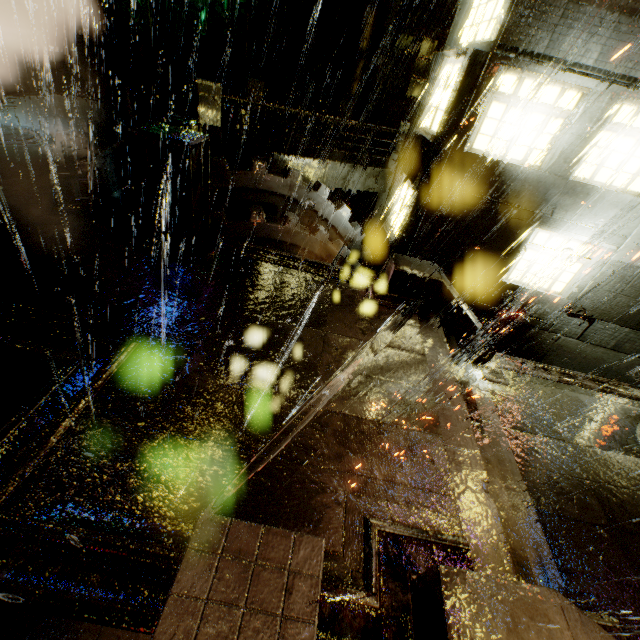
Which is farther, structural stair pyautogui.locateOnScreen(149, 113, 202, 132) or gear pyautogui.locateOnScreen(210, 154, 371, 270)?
gear pyautogui.locateOnScreen(210, 154, 371, 270)

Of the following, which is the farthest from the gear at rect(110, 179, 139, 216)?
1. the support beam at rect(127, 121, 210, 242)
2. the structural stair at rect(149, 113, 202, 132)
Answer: the support beam at rect(127, 121, 210, 242)

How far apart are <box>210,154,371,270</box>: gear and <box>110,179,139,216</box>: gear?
0.2 meters

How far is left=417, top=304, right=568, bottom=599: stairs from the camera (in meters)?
3.86

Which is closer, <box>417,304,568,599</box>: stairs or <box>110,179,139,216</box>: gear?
<box>417,304,568,599</box>: stairs

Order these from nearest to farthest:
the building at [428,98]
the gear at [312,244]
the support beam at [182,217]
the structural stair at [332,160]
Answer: the support beam at [182,217] < the building at [428,98] < the gear at [312,244] < the structural stair at [332,160]

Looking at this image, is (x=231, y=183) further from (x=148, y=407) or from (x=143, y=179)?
(x=148, y=407)

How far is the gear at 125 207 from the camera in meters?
8.8 m
